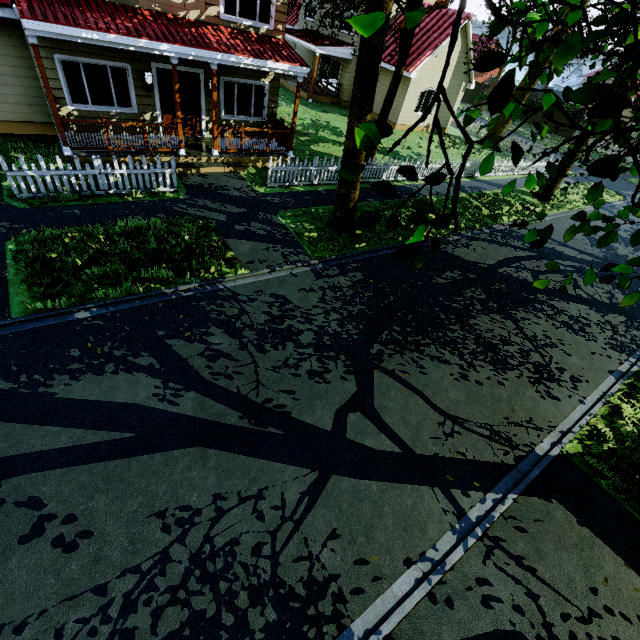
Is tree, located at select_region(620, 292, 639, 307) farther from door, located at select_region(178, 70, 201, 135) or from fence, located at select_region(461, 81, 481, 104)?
door, located at select_region(178, 70, 201, 135)

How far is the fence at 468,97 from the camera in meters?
41.7

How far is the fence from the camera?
41.7 meters

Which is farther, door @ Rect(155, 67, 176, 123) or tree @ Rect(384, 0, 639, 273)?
door @ Rect(155, 67, 176, 123)

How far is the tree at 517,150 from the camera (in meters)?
2.46

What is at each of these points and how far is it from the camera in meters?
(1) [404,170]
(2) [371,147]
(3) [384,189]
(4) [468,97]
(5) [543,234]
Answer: (1) tree, 2.1
(2) tree, 1.9
(3) tree, 2.2
(4) fence, 43.0
(5) tree, 3.0

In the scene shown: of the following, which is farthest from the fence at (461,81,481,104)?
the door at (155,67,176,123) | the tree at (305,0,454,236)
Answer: the door at (155,67,176,123)

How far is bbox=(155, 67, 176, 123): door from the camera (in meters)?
11.05
